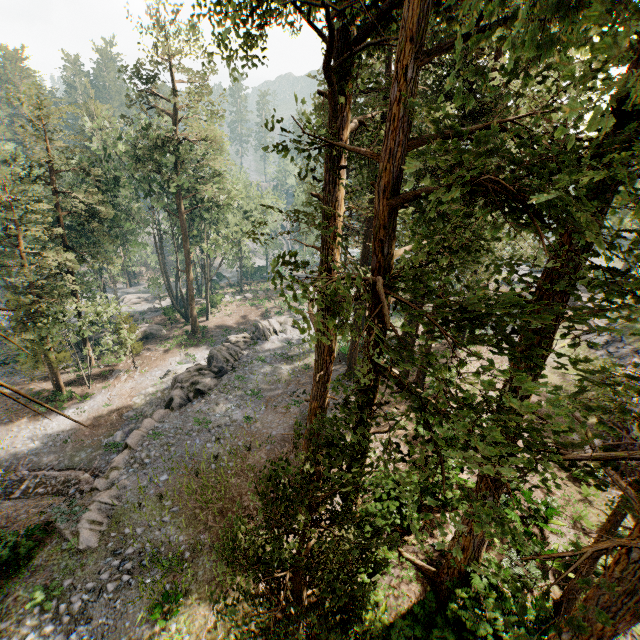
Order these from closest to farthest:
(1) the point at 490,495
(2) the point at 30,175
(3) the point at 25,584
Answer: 1. (1) the point at 490,495
2. (3) the point at 25,584
3. (2) the point at 30,175

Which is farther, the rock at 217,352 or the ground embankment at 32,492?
the ground embankment at 32,492

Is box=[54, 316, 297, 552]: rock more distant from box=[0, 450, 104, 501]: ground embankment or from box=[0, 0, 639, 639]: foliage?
box=[0, 0, 639, 639]: foliage

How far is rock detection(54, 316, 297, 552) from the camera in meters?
15.1 m

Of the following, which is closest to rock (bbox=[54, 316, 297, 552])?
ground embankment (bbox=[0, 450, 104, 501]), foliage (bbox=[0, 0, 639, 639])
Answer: ground embankment (bbox=[0, 450, 104, 501])

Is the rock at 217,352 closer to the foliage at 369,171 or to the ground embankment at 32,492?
the ground embankment at 32,492

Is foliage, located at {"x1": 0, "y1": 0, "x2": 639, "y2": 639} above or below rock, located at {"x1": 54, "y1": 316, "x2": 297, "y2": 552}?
above

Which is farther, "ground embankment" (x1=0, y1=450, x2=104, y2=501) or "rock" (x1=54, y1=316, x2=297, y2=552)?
"ground embankment" (x1=0, y1=450, x2=104, y2=501)
